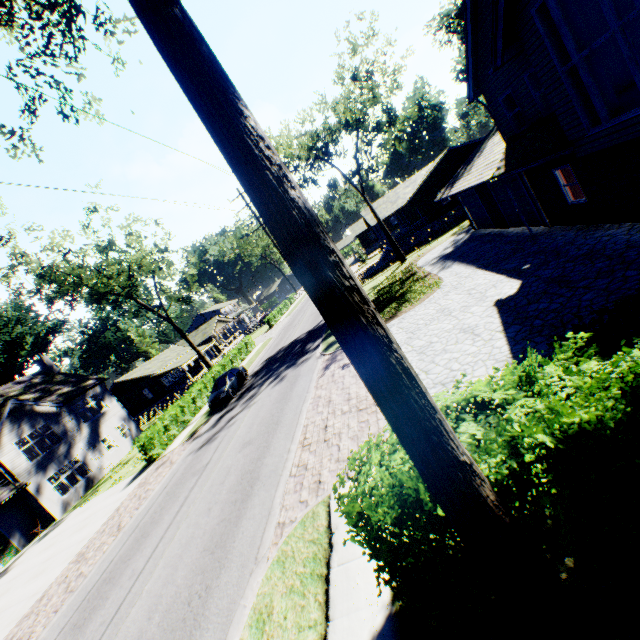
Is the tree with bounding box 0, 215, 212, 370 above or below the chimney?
above

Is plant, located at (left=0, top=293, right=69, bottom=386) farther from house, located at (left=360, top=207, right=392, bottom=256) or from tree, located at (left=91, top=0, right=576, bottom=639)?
house, located at (left=360, top=207, right=392, bottom=256)

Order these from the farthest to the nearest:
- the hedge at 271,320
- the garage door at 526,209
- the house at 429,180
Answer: the hedge at 271,320, the house at 429,180, the garage door at 526,209

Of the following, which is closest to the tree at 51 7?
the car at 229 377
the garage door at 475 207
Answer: the car at 229 377

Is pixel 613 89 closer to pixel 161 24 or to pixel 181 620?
pixel 161 24

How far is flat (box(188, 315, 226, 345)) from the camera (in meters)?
53.28

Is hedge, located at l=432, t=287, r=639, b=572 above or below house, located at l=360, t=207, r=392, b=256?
below

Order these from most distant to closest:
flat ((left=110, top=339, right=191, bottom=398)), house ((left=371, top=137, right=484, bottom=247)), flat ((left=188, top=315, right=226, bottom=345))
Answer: flat ((left=188, top=315, right=226, bottom=345)) < flat ((left=110, top=339, right=191, bottom=398)) < house ((left=371, top=137, right=484, bottom=247))
